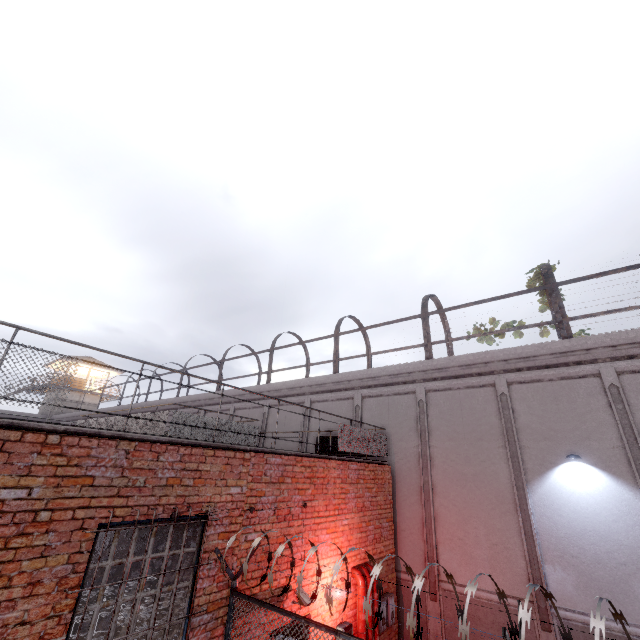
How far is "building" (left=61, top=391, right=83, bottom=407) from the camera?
33.2 meters

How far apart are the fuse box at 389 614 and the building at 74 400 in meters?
36.4

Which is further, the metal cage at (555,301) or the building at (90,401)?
the building at (90,401)

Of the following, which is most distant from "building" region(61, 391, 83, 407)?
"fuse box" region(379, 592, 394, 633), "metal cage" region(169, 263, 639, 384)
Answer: "fuse box" region(379, 592, 394, 633)

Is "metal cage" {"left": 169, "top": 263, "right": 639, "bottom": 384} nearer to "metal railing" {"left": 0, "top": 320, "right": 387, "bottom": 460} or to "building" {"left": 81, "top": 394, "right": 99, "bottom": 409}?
"metal railing" {"left": 0, "top": 320, "right": 387, "bottom": 460}

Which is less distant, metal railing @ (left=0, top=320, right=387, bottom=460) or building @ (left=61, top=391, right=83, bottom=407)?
metal railing @ (left=0, top=320, right=387, bottom=460)

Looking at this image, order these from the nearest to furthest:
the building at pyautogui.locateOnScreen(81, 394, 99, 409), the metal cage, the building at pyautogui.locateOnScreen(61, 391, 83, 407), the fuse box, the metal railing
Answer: the metal railing
the fuse box
the metal cage
the building at pyautogui.locateOnScreen(61, 391, 83, 407)
the building at pyautogui.locateOnScreen(81, 394, 99, 409)

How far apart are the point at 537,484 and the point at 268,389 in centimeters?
1073cm
